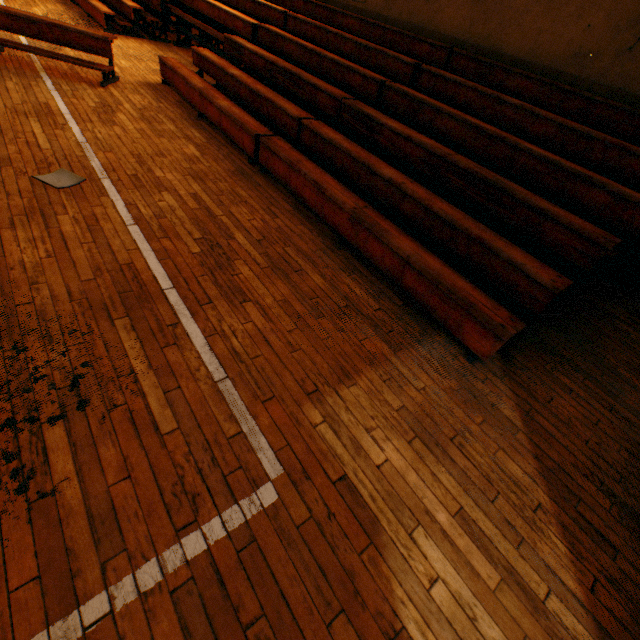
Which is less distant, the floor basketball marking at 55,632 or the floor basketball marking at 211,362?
the floor basketball marking at 55,632

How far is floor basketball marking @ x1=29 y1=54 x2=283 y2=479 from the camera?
1.91m

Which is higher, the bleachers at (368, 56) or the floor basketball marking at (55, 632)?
the bleachers at (368, 56)

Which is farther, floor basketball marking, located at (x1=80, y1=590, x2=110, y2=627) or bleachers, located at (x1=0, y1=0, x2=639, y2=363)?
bleachers, located at (x1=0, y1=0, x2=639, y2=363)

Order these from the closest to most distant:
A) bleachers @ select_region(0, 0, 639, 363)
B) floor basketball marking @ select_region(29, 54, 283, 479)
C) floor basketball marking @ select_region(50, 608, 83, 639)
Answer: floor basketball marking @ select_region(50, 608, 83, 639) < floor basketball marking @ select_region(29, 54, 283, 479) < bleachers @ select_region(0, 0, 639, 363)

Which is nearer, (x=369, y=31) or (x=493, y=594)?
(x=493, y=594)

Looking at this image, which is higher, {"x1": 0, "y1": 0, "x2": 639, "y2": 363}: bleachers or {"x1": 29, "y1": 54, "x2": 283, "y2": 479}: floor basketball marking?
{"x1": 0, "y1": 0, "x2": 639, "y2": 363}: bleachers
